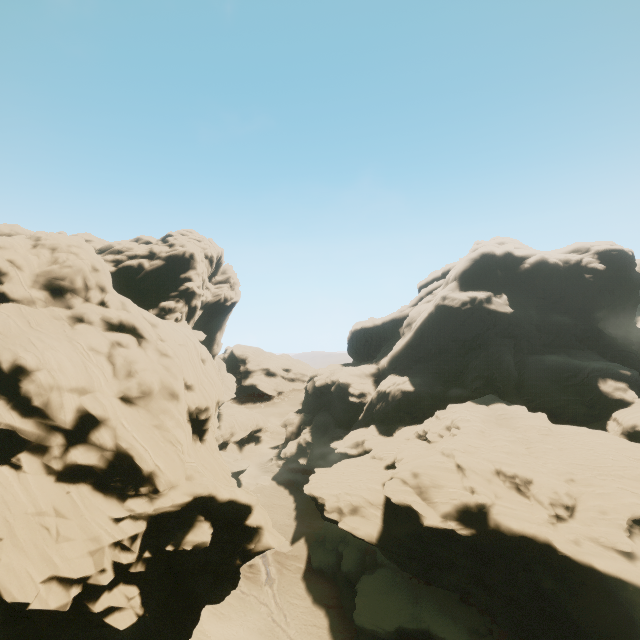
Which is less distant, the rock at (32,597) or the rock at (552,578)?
the rock at (32,597)

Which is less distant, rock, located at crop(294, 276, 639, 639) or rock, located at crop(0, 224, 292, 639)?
rock, located at crop(0, 224, 292, 639)

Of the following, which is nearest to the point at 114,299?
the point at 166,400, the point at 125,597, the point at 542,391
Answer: the point at 166,400
